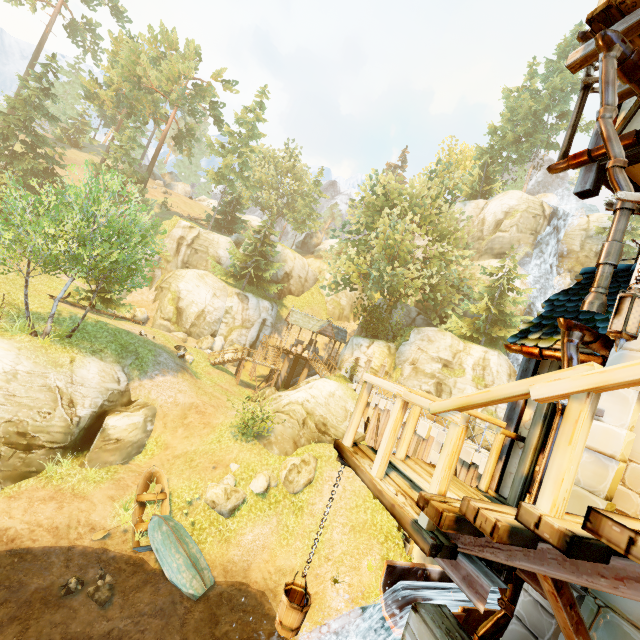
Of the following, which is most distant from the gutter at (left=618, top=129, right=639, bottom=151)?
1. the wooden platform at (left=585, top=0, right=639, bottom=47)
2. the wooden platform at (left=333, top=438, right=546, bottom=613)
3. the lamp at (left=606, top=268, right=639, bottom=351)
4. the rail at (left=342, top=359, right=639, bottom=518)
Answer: the wooden platform at (left=333, top=438, right=546, bottom=613)

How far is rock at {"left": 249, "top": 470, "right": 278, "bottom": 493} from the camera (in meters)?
16.36

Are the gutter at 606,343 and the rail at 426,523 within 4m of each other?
yes

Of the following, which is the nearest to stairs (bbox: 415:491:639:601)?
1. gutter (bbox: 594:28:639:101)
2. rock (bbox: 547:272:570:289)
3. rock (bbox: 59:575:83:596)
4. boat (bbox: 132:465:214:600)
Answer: gutter (bbox: 594:28:639:101)

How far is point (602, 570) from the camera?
1.7 meters

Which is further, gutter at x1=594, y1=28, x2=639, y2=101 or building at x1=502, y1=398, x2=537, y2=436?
building at x1=502, y1=398, x2=537, y2=436

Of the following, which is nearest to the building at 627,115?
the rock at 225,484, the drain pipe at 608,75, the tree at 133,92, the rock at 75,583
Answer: the drain pipe at 608,75

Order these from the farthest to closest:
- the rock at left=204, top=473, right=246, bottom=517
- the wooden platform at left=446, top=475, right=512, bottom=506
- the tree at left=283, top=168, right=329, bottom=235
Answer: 1. the tree at left=283, top=168, right=329, bottom=235
2. the rock at left=204, top=473, right=246, bottom=517
3. the wooden platform at left=446, top=475, right=512, bottom=506
